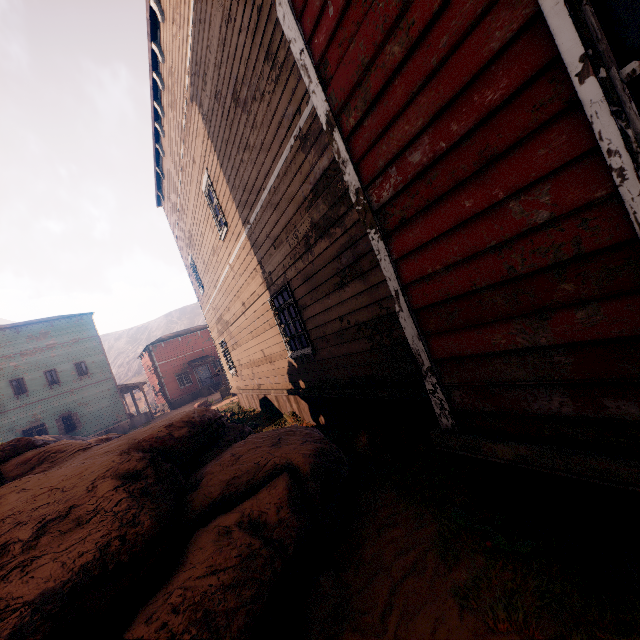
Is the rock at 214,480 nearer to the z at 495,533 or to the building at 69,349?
the z at 495,533

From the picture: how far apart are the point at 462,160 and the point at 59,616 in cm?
372

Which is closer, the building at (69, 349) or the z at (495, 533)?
the z at (495, 533)

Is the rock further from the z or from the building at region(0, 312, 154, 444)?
the building at region(0, 312, 154, 444)

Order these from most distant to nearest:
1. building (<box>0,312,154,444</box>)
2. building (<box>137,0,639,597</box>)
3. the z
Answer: building (<box>0,312,154,444</box>) < the z < building (<box>137,0,639,597</box>)

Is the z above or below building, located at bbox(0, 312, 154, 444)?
below

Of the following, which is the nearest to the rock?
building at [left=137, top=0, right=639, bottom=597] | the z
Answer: the z
